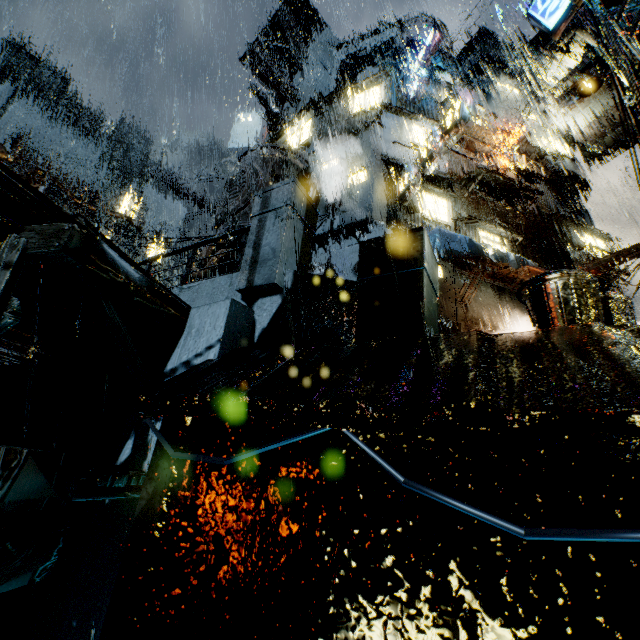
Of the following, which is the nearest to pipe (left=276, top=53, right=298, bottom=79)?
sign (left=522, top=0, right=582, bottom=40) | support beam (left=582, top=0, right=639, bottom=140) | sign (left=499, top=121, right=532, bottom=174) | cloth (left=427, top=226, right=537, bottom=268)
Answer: sign (left=499, top=121, right=532, bottom=174)

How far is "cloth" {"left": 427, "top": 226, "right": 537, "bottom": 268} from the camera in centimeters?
1335cm

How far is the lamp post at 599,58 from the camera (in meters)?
7.22

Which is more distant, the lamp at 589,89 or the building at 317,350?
the lamp at 589,89

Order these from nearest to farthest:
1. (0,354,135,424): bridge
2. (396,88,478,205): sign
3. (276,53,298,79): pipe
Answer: (0,354,135,424): bridge
(396,88,478,205): sign
(276,53,298,79): pipe

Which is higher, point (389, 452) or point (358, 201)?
Result: point (358, 201)

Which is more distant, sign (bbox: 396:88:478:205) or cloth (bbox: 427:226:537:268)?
cloth (bbox: 427:226:537:268)

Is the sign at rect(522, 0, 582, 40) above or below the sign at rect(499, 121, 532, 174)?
below
